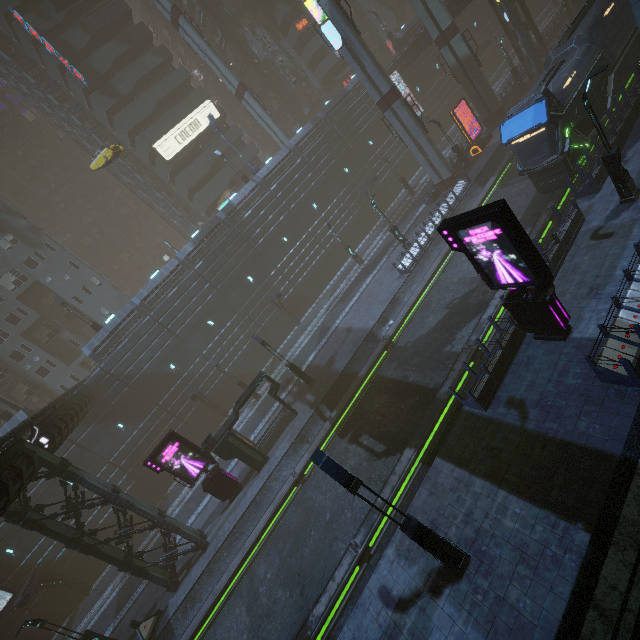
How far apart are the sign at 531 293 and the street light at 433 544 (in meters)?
7.92

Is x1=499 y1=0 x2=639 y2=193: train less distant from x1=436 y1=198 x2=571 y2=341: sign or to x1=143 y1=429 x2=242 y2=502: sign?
x1=436 y1=198 x2=571 y2=341: sign

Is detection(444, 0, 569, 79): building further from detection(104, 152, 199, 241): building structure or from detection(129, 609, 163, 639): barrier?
detection(129, 609, 163, 639): barrier

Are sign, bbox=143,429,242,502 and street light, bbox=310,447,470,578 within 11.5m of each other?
no

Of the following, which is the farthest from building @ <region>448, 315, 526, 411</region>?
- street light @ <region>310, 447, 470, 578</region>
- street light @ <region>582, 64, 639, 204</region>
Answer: street light @ <region>310, 447, 470, 578</region>

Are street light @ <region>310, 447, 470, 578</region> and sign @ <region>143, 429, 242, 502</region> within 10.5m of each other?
no

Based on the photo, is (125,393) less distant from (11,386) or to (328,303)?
(11,386)

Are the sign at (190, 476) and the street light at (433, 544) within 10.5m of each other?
no
